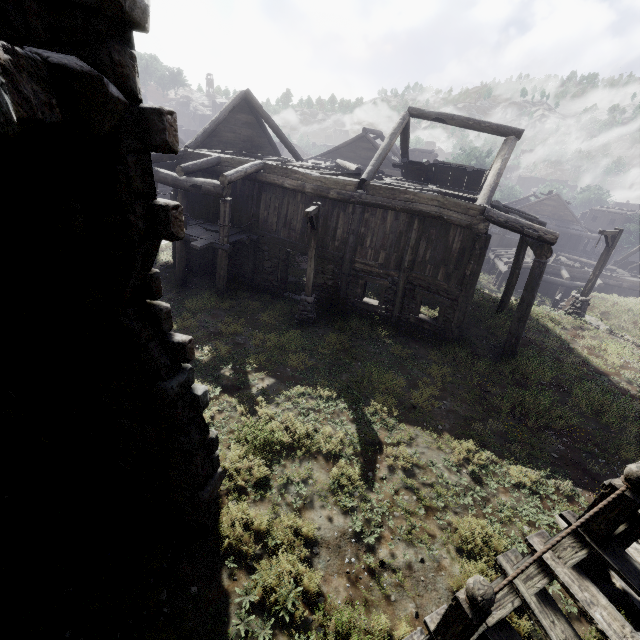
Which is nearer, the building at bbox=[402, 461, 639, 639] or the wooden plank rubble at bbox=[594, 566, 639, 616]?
the building at bbox=[402, 461, 639, 639]

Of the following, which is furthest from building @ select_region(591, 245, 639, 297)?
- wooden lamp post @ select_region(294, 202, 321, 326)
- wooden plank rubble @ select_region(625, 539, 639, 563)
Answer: wooden lamp post @ select_region(294, 202, 321, 326)

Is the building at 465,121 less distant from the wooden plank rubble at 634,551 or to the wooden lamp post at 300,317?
the wooden plank rubble at 634,551

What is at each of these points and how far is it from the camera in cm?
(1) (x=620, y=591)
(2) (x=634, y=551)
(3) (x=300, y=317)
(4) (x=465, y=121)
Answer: (1) wooden plank rubble, 530
(2) wooden plank rubble, 629
(3) wooden lamp post, 1319
(4) building, 1399

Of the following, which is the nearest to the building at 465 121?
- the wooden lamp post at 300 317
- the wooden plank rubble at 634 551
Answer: the wooden plank rubble at 634 551

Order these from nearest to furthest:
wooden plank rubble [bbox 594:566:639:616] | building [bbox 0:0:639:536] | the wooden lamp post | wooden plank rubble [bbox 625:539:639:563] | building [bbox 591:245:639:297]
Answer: building [bbox 0:0:639:536], wooden plank rubble [bbox 594:566:639:616], wooden plank rubble [bbox 625:539:639:563], the wooden lamp post, building [bbox 591:245:639:297]
